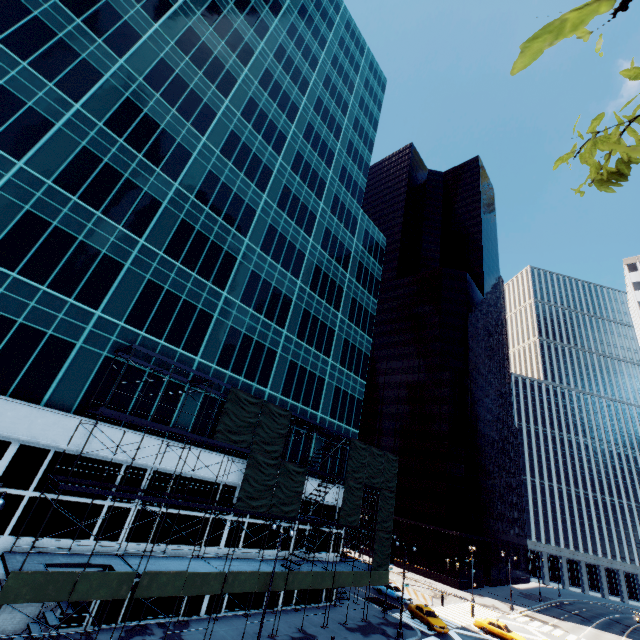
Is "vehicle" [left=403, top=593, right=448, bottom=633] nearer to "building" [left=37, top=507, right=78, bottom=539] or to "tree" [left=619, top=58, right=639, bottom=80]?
"building" [left=37, top=507, right=78, bottom=539]

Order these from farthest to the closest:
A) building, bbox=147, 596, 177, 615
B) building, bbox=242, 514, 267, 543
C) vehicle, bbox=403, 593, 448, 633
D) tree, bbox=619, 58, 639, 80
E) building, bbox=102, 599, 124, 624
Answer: vehicle, bbox=403, 593, 448, 633, building, bbox=242, 514, 267, 543, building, bbox=147, 596, 177, 615, building, bbox=102, 599, 124, 624, tree, bbox=619, 58, 639, 80

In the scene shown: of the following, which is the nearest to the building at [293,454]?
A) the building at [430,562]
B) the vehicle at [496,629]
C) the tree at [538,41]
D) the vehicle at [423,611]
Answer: the vehicle at [423,611]

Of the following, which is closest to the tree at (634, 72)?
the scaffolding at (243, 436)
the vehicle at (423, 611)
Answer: the scaffolding at (243, 436)

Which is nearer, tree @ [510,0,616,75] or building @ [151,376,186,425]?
tree @ [510,0,616,75]

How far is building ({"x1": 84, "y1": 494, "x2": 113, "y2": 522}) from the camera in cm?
2020

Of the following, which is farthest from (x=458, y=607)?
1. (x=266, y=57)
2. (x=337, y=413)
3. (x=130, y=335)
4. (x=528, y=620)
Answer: (x=266, y=57)
